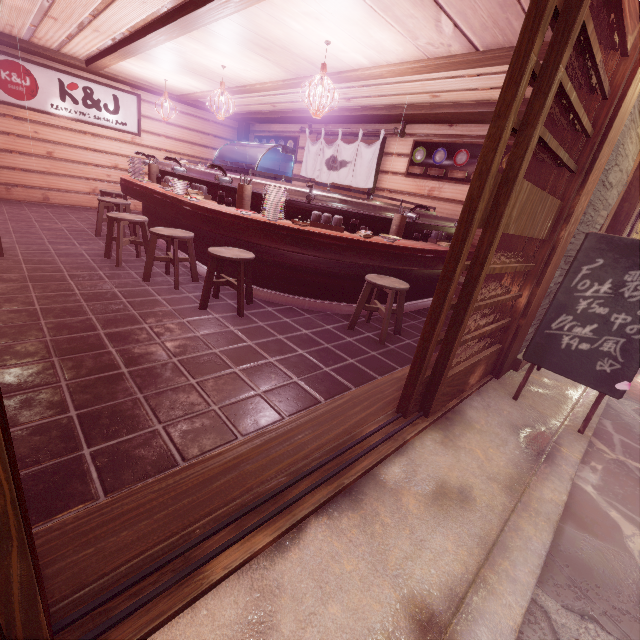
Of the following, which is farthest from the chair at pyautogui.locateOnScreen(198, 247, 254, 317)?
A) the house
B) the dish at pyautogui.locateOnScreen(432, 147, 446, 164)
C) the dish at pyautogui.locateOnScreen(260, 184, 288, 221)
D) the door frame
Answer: the dish at pyautogui.locateOnScreen(432, 147, 446, 164)

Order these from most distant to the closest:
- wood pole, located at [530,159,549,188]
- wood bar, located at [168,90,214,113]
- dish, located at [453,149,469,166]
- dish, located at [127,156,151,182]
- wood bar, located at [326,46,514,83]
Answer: wood bar, located at [168,90,214,113] → dish, located at [127,156,151,182] → dish, located at [453,149,469,166] → wood bar, located at [326,46,514,83] → wood pole, located at [530,159,549,188]

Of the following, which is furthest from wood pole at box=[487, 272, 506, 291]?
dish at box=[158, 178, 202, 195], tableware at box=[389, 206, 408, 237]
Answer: dish at box=[158, 178, 202, 195]

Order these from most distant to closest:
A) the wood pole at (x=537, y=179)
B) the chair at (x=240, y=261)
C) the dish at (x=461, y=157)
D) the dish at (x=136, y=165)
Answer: the dish at (x=136, y=165)
the dish at (x=461, y=157)
the chair at (x=240, y=261)
the wood pole at (x=537, y=179)

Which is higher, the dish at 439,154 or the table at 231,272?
the dish at 439,154

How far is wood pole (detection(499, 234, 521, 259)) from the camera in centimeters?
534cm

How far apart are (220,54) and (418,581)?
11.03m

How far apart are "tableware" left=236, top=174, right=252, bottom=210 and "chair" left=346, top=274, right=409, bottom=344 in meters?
3.1 m
